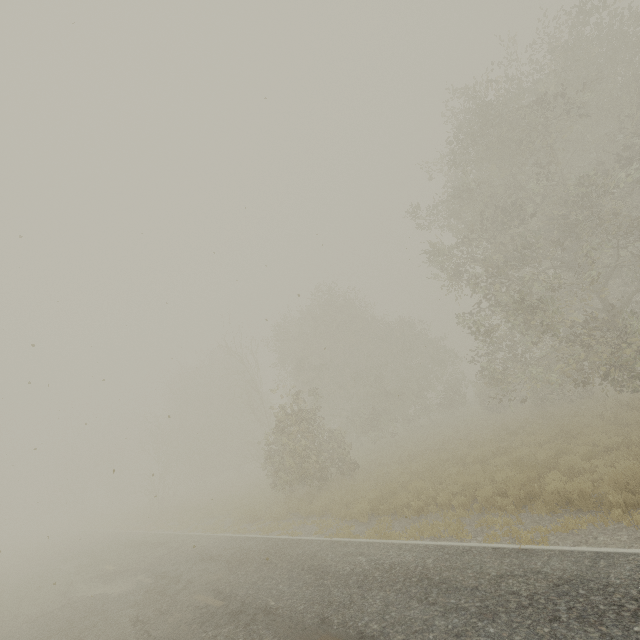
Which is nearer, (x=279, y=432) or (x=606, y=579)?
(x=606, y=579)
